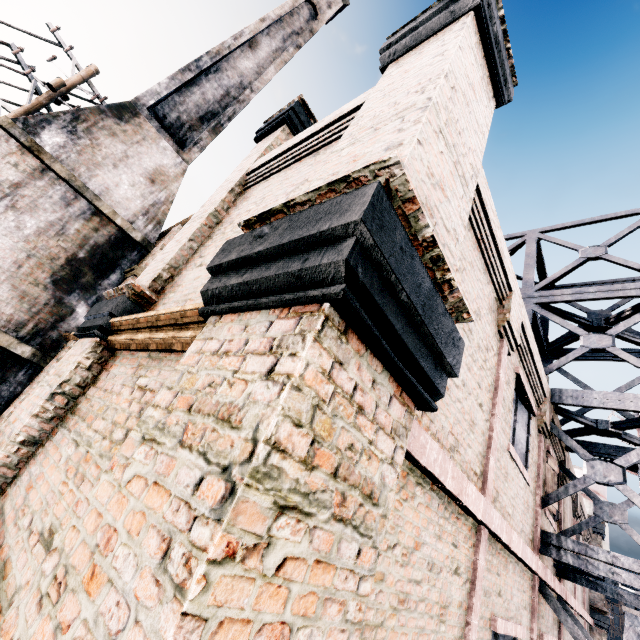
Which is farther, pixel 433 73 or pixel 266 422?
pixel 433 73

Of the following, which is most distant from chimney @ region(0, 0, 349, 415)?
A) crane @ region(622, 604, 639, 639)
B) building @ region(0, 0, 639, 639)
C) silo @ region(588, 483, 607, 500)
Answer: silo @ region(588, 483, 607, 500)

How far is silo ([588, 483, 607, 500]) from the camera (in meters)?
21.53

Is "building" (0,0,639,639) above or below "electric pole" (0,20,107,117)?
below

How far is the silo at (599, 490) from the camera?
21.5m

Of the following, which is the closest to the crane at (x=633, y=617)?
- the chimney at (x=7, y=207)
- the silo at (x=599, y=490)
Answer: the silo at (x=599, y=490)

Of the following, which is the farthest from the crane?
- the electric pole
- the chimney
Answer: the electric pole

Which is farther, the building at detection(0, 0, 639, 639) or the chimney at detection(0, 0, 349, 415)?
the chimney at detection(0, 0, 349, 415)
